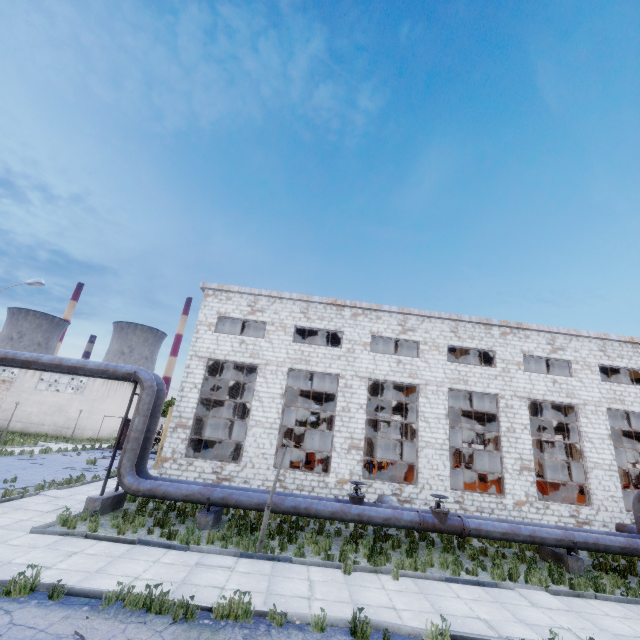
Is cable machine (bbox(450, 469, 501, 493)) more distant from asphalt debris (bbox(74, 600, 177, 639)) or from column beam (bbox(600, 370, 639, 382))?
asphalt debris (bbox(74, 600, 177, 639))

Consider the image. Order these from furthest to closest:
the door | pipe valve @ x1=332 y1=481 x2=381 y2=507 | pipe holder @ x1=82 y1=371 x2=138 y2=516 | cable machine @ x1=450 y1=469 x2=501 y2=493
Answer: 1. the door
2. cable machine @ x1=450 y1=469 x2=501 y2=493
3. pipe valve @ x1=332 y1=481 x2=381 y2=507
4. pipe holder @ x1=82 y1=371 x2=138 y2=516

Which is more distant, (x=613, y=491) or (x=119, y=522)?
(x=613, y=491)

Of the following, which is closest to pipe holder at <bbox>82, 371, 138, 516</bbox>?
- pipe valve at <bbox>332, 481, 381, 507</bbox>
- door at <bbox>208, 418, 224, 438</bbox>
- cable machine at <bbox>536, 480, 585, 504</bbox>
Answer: pipe valve at <bbox>332, 481, 381, 507</bbox>

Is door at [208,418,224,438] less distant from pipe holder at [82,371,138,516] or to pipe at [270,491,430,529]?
pipe holder at [82,371,138,516]

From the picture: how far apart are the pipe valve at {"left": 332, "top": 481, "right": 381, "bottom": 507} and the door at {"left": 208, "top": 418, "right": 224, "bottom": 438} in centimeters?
1581cm

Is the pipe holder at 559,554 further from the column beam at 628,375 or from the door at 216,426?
the door at 216,426

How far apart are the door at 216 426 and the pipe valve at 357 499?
15.8 meters
